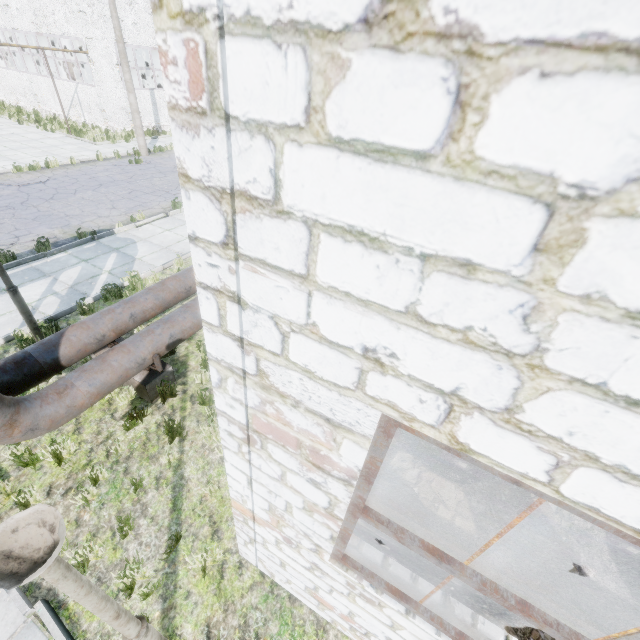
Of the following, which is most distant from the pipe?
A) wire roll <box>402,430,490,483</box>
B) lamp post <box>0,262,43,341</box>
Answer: wire roll <box>402,430,490,483</box>

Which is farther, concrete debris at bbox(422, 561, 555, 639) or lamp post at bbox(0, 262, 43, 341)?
lamp post at bbox(0, 262, 43, 341)

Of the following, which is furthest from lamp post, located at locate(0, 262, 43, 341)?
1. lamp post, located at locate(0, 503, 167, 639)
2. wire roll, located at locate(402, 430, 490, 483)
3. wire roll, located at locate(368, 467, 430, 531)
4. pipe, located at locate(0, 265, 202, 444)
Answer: wire roll, located at locate(402, 430, 490, 483)

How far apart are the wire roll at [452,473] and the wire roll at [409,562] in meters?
0.4 m

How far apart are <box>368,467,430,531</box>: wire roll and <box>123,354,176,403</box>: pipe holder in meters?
3.6 m

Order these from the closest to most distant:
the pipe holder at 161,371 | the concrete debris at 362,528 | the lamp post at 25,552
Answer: the lamp post at 25,552
the concrete debris at 362,528
the pipe holder at 161,371

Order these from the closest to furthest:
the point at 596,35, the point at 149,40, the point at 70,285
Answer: the point at 596,35, the point at 70,285, the point at 149,40

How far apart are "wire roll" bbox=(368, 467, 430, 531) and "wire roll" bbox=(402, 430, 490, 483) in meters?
0.4
